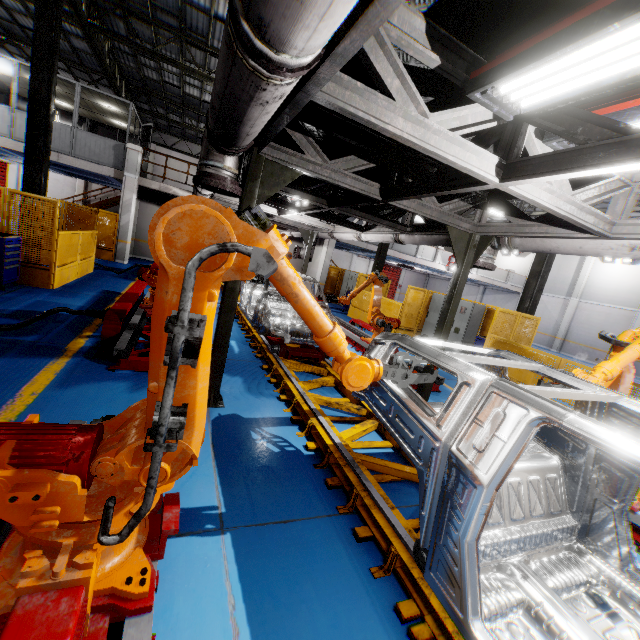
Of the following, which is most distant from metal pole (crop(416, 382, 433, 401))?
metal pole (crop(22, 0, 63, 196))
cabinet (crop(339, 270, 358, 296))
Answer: cabinet (crop(339, 270, 358, 296))

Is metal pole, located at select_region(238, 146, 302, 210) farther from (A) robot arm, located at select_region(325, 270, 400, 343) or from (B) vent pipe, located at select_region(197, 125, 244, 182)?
(A) robot arm, located at select_region(325, 270, 400, 343)

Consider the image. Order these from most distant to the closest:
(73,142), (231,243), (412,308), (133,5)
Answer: (73,142) < (412,308) < (133,5) < (231,243)

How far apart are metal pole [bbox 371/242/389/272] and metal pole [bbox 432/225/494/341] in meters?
11.1

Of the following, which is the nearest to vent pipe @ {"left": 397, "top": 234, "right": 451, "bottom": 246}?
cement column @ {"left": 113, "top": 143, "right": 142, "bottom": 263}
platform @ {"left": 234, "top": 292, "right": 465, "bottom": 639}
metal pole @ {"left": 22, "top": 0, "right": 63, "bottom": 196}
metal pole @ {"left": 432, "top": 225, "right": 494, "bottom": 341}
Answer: metal pole @ {"left": 432, "top": 225, "right": 494, "bottom": 341}

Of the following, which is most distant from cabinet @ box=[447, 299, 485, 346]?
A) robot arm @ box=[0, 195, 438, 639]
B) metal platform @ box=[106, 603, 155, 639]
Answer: metal platform @ box=[106, 603, 155, 639]

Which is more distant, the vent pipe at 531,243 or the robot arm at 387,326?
the robot arm at 387,326

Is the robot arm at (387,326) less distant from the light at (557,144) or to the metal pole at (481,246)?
the metal pole at (481,246)
